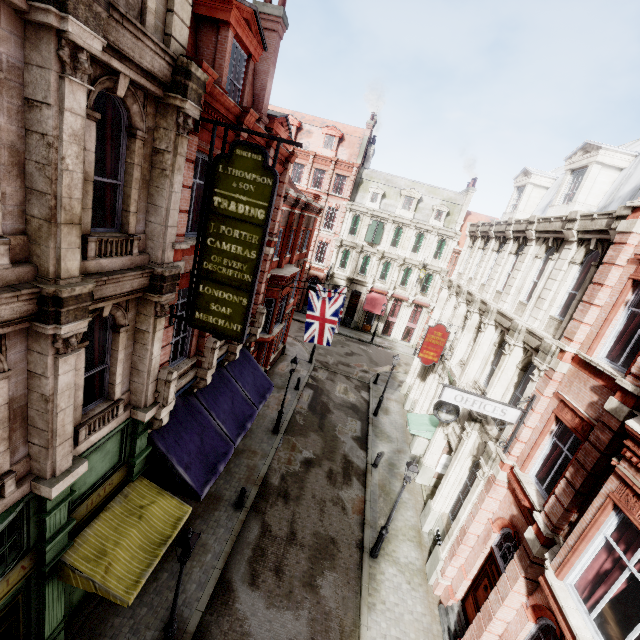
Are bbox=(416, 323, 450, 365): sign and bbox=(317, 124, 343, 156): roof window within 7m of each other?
no

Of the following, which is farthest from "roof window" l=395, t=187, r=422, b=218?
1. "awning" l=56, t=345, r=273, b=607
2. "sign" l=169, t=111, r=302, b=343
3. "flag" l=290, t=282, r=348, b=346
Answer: "sign" l=169, t=111, r=302, b=343

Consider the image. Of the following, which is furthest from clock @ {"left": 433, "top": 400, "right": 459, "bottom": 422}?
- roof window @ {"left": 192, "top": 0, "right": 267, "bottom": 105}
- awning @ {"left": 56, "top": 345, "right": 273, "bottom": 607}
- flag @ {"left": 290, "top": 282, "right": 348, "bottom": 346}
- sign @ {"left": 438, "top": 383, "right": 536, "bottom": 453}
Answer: roof window @ {"left": 192, "top": 0, "right": 267, "bottom": 105}

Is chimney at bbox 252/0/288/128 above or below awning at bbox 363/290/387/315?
above

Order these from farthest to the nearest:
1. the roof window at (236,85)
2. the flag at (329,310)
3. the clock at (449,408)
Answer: the flag at (329,310) → the clock at (449,408) → the roof window at (236,85)

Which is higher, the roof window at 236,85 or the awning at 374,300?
the roof window at 236,85

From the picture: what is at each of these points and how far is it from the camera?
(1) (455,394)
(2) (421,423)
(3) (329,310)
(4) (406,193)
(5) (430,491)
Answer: (1) sign, 10.16m
(2) awning, 17.92m
(3) flag, 17.20m
(4) roof window, 36.00m
(5) tunnel, 16.92m

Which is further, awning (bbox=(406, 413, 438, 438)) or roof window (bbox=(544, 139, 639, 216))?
awning (bbox=(406, 413, 438, 438))
